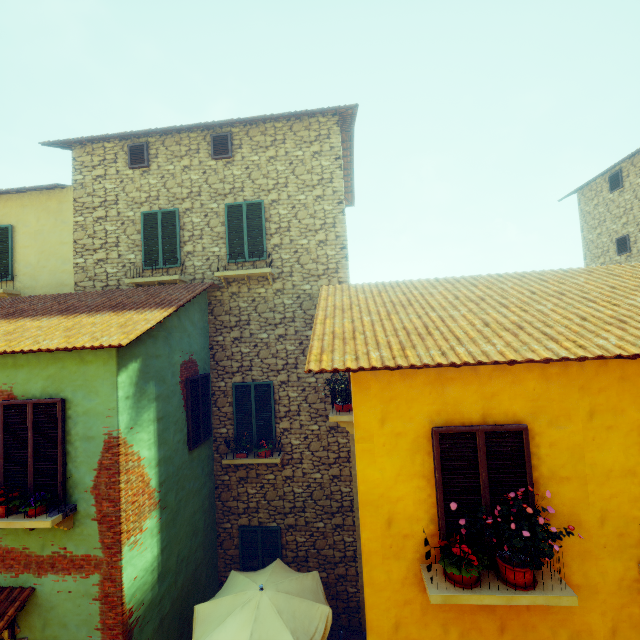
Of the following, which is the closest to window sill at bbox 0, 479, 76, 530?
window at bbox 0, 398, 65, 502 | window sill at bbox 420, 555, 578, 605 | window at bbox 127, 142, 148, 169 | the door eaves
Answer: window at bbox 0, 398, 65, 502

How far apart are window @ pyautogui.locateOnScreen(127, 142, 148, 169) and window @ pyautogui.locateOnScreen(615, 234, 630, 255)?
16.76m

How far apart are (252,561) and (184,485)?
3.2m

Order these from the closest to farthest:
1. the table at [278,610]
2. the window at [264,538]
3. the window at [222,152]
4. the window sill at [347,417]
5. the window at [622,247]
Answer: the table at [278,610], the window sill at [347,417], the window at [264,538], the window at [222,152], the window at [622,247]

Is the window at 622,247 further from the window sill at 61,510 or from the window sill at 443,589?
the window sill at 61,510

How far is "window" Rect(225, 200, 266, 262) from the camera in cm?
879

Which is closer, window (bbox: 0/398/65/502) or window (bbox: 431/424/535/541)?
window (bbox: 431/424/535/541)

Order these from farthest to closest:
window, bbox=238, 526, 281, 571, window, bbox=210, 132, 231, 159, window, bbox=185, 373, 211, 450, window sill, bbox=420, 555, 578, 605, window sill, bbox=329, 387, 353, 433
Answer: window, bbox=210, 132, 231, 159, window, bbox=238, 526, 281, 571, window, bbox=185, 373, 211, 450, window sill, bbox=329, 387, 353, 433, window sill, bbox=420, 555, 578, 605
